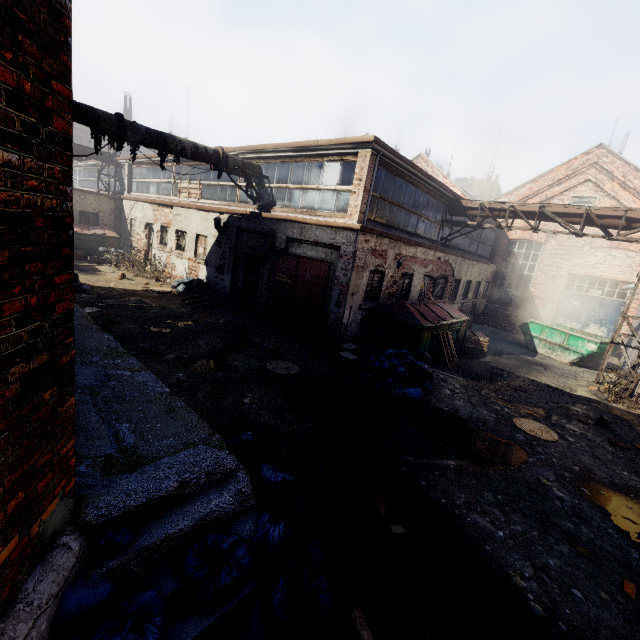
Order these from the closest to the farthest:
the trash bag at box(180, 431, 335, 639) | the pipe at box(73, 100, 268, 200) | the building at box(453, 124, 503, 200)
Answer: the trash bag at box(180, 431, 335, 639), the pipe at box(73, 100, 268, 200), the building at box(453, 124, 503, 200)

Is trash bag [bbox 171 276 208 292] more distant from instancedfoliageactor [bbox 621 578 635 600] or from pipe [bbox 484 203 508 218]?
instancedfoliageactor [bbox 621 578 635 600]

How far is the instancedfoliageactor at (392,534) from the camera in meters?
3.7 m

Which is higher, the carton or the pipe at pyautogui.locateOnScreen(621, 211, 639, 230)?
the pipe at pyautogui.locateOnScreen(621, 211, 639, 230)

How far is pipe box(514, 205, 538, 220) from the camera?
12.3 meters

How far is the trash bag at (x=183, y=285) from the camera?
14.06m

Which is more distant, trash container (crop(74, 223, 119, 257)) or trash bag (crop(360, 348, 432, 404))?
trash container (crop(74, 223, 119, 257))

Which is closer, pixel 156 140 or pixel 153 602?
pixel 153 602
